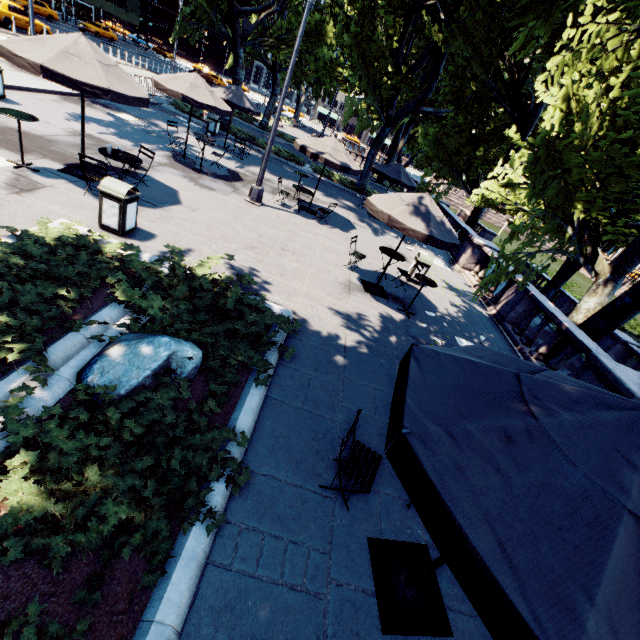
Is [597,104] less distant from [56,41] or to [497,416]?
[497,416]

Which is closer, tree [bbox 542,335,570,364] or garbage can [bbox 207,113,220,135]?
tree [bbox 542,335,570,364]

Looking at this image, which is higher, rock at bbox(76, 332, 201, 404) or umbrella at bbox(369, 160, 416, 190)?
umbrella at bbox(369, 160, 416, 190)

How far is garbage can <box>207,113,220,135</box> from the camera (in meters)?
18.95

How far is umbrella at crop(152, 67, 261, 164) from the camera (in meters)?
10.80

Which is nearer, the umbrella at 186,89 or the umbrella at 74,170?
the umbrella at 74,170

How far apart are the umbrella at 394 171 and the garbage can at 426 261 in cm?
632

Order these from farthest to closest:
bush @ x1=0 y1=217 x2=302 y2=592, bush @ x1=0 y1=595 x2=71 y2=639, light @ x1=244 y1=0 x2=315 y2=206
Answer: light @ x1=244 y1=0 x2=315 y2=206
bush @ x1=0 y1=217 x2=302 y2=592
bush @ x1=0 y1=595 x2=71 y2=639
